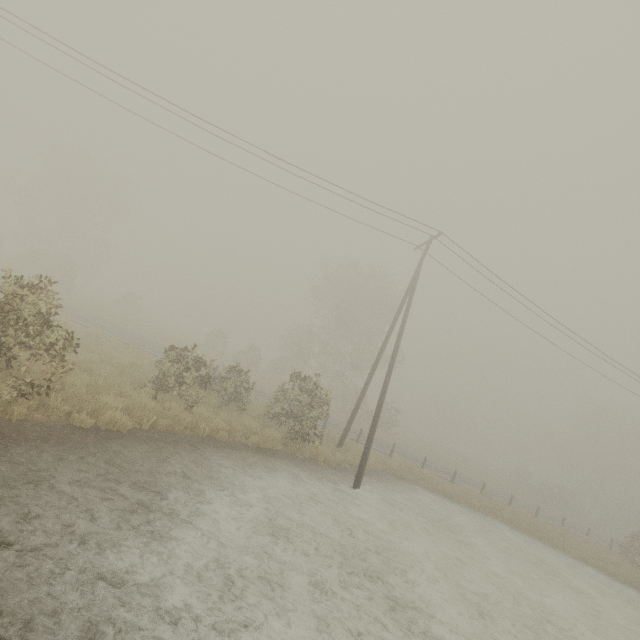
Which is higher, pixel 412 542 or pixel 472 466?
pixel 472 466
